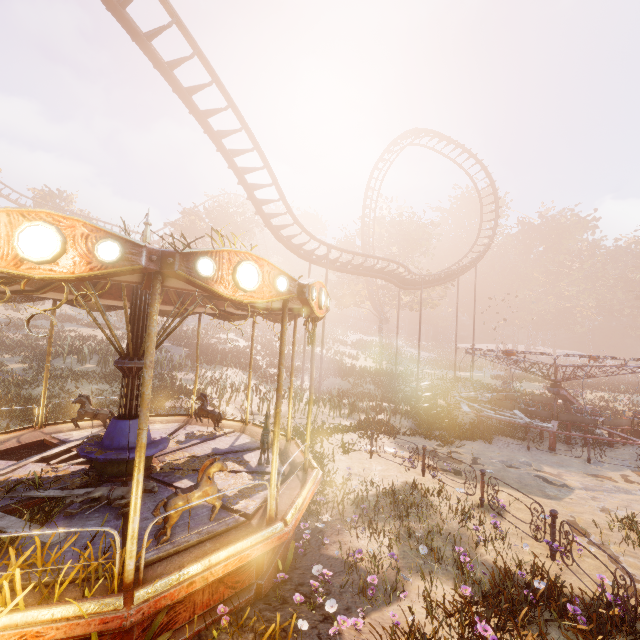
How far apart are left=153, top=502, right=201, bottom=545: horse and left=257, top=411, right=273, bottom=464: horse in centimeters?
216cm

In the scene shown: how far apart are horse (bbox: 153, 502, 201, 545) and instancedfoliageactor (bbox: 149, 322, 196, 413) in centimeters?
1929cm

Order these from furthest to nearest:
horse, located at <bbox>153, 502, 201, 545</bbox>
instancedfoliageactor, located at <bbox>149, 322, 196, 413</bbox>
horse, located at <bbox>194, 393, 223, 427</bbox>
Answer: instancedfoliageactor, located at <bbox>149, 322, 196, 413</bbox> < horse, located at <bbox>194, 393, 223, 427</bbox> < horse, located at <bbox>153, 502, 201, 545</bbox>

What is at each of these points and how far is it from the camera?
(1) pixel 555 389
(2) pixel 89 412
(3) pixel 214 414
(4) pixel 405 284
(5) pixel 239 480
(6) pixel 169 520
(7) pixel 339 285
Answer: (1) merry-go-round, 18.44m
(2) horse, 8.34m
(3) horse, 9.19m
(4) roller coaster, 25.17m
(5) instancedfoliageactor, 6.23m
(6) horse, 4.25m
(7) tree, 43.00m

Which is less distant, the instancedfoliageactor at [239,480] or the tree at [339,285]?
the instancedfoliageactor at [239,480]

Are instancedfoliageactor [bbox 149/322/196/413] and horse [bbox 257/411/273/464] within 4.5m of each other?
no

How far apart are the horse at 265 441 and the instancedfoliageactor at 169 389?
16.80m

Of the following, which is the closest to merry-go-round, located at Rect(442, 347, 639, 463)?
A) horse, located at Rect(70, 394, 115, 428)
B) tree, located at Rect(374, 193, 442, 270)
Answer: tree, located at Rect(374, 193, 442, 270)
